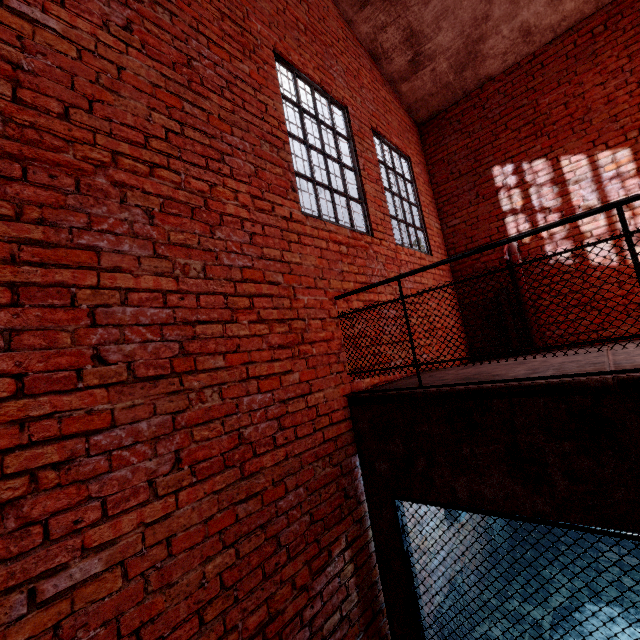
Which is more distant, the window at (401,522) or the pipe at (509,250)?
the pipe at (509,250)

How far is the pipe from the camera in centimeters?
542cm

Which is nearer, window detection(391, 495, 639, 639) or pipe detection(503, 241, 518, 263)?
window detection(391, 495, 639, 639)

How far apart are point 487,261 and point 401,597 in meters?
5.3 m

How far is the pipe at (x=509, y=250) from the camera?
5.4m

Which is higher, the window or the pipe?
the pipe
